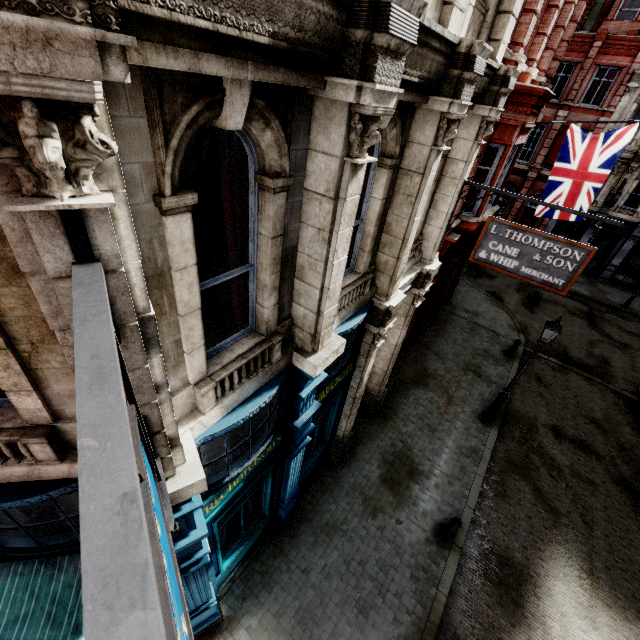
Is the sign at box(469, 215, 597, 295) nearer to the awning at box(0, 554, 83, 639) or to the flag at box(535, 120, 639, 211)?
the awning at box(0, 554, 83, 639)

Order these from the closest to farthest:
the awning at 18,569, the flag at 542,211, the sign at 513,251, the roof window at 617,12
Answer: A:
1. the awning at 18,569
2. the sign at 513,251
3. the flag at 542,211
4. the roof window at 617,12

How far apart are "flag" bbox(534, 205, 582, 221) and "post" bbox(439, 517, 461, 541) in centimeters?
1094cm

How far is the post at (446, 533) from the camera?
8.16m

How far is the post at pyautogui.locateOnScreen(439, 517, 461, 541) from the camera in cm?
816

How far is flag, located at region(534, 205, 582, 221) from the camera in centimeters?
1184cm

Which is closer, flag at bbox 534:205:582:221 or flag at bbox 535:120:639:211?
flag at bbox 535:120:639:211

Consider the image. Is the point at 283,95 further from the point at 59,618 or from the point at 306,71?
the point at 59,618
